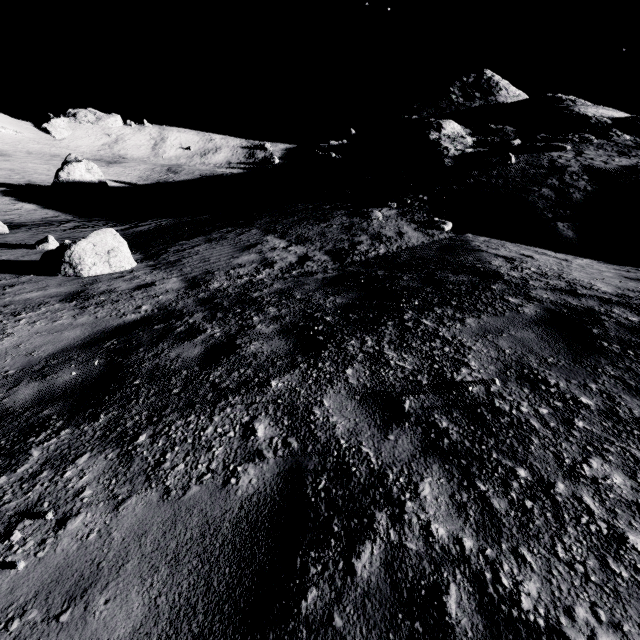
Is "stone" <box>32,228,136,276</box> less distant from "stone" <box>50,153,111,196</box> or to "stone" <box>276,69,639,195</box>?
"stone" <box>276,69,639,195</box>

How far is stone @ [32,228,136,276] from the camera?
7.4 meters

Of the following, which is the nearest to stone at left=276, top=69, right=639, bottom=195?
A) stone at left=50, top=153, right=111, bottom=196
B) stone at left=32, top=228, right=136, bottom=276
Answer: stone at left=32, top=228, right=136, bottom=276

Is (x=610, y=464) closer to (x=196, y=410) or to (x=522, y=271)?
(x=196, y=410)

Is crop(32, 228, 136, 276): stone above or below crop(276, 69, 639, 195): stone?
below

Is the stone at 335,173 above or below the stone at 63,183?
above

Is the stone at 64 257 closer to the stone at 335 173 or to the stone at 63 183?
the stone at 335 173
